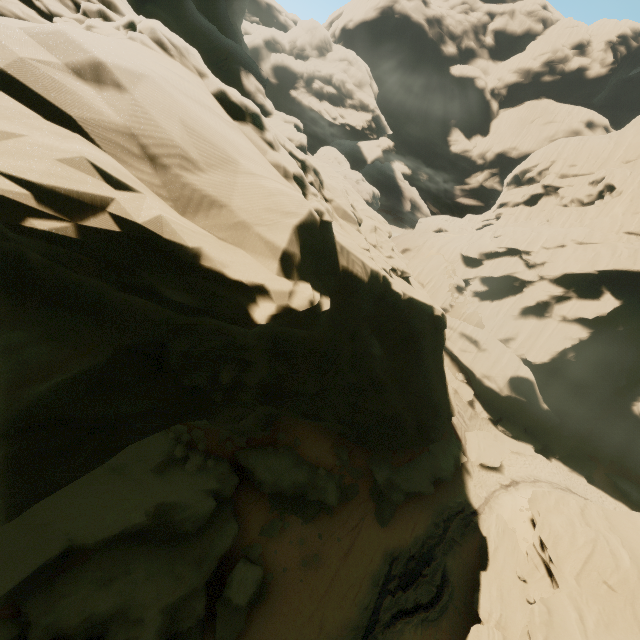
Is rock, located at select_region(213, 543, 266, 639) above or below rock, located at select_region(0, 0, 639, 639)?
below

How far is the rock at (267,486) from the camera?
16.4 meters

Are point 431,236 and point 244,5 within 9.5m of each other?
no

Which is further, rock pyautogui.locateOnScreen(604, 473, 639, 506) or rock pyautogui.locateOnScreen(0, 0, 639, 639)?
rock pyautogui.locateOnScreen(604, 473, 639, 506)

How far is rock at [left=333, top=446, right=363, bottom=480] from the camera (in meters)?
18.53

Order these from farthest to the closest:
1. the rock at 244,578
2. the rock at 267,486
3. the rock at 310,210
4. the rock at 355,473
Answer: the rock at 355,473 → the rock at 267,486 → the rock at 244,578 → the rock at 310,210
